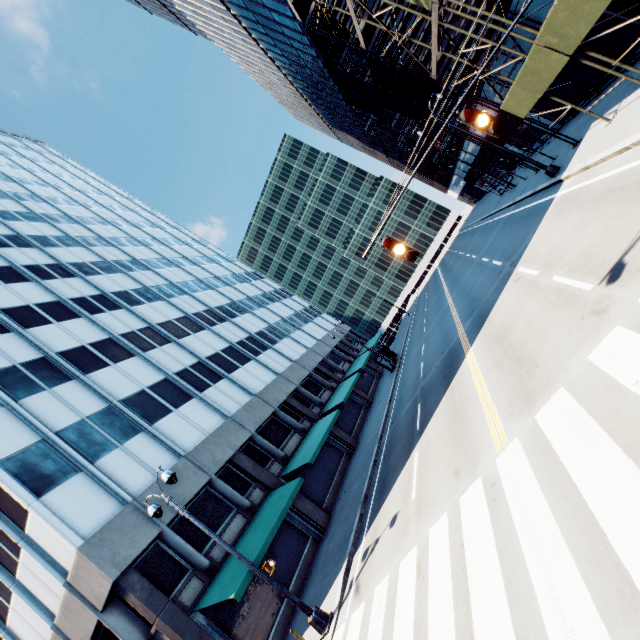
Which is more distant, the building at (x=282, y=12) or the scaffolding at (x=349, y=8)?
the building at (x=282, y=12)

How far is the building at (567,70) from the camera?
15.96m

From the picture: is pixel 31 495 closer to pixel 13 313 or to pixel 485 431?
pixel 13 313

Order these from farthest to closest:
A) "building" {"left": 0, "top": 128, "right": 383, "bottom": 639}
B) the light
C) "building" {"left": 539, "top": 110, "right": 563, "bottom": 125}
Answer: "building" {"left": 539, "top": 110, "right": 563, "bottom": 125} → "building" {"left": 0, "top": 128, "right": 383, "bottom": 639} → the light

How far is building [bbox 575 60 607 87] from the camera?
15.6m

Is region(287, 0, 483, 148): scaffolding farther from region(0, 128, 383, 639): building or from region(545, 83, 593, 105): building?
region(0, 128, 383, 639): building

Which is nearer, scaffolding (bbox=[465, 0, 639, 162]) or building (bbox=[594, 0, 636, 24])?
scaffolding (bbox=[465, 0, 639, 162])

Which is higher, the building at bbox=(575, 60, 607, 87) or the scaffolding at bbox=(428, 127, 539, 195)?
the scaffolding at bbox=(428, 127, 539, 195)
